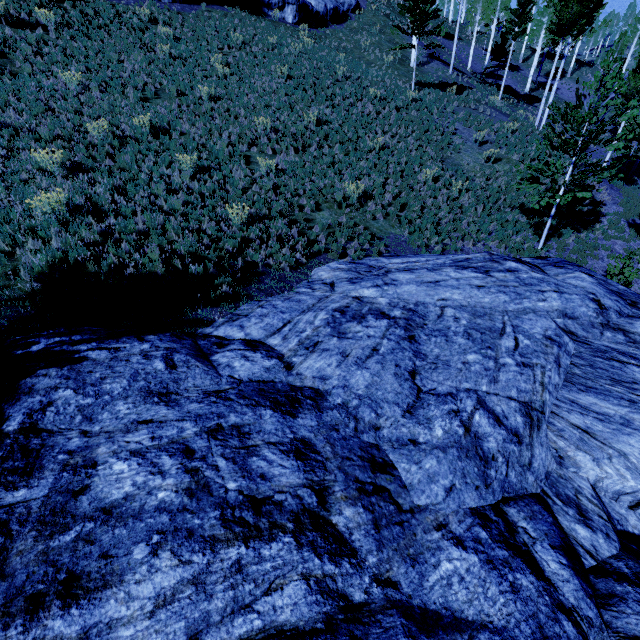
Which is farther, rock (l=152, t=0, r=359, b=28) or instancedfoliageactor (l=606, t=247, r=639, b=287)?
rock (l=152, t=0, r=359, b=28)

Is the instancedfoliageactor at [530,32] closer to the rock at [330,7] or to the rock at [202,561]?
the rock at [202,561]

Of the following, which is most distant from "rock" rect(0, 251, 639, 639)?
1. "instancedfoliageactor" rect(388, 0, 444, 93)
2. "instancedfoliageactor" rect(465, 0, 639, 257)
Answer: "instancedfoliageactor" rect(465, 0, 639, 257)

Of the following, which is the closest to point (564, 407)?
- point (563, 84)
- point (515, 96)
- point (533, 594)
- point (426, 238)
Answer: point (533, 594)

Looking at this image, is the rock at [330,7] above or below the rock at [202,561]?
above

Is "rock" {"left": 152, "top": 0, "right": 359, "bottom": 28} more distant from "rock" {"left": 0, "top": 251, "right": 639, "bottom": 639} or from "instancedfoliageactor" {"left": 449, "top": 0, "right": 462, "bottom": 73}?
"rock" {"left": 0, "top": 251, "right": 639, "bottom": 639}
